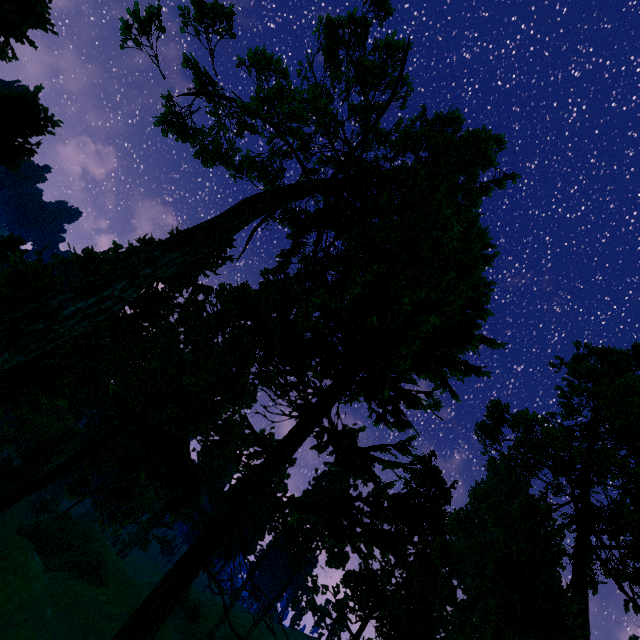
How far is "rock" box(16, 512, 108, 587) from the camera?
44.8 meters

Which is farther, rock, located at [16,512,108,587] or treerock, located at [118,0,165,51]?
rock, located at [16,512,108,587]

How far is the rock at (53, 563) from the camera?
44.78m

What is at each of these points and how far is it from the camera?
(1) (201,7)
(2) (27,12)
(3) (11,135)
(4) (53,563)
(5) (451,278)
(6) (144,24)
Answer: (1) treerock, 16.3m
(2) treerock, 11.1m
(3) treerock, 5.2m
(4) rock, 46.3m
(5) treerock, 26.8m
(6) treerock, 16.2m

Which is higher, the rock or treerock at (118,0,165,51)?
treerock at (118,0,165,51)

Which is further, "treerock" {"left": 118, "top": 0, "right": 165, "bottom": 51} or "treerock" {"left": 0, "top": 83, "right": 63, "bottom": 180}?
"treerock" {"left": 118, "top": 0, "right": 165, "bottom": 51}

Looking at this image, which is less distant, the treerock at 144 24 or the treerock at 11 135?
the treerock at 11 135
